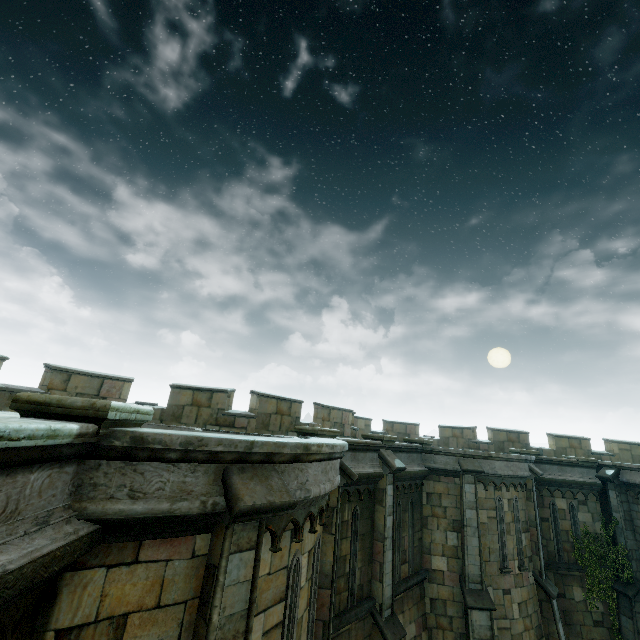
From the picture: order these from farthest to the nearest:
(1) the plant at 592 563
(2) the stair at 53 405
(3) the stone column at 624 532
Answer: (1) the plant at 592 563 → (3) the stone column at 624 532 → (2) the stair at 53 405

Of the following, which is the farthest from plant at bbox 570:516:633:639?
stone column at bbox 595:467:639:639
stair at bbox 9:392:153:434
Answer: stair at bbox 9:392:153:434

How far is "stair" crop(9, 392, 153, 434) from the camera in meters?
3.0 m

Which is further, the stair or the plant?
the plant

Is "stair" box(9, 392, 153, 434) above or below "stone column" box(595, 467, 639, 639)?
above

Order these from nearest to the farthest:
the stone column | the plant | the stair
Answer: the stair < the stone column < the plant

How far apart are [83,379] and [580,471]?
22.2 meters

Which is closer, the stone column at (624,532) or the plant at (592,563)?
the stone column at (624,532)
